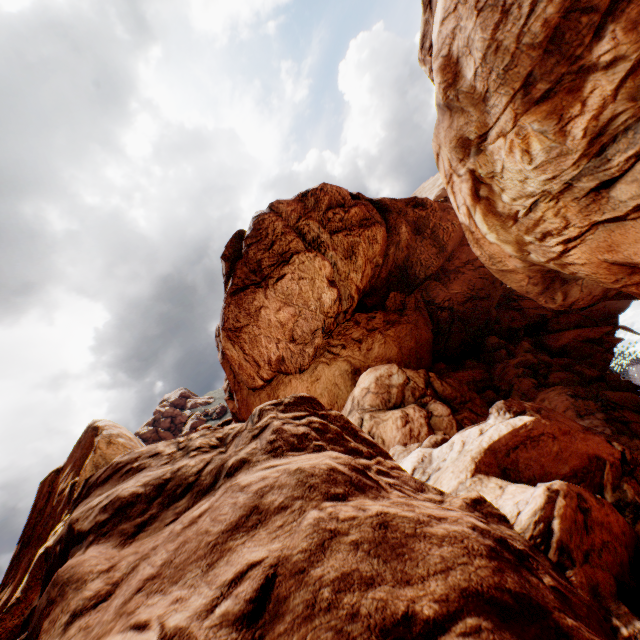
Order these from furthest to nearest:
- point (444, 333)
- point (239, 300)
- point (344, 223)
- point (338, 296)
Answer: point (444, 333)
point (239, 300)
point (344, 223)
point (338, 296)
